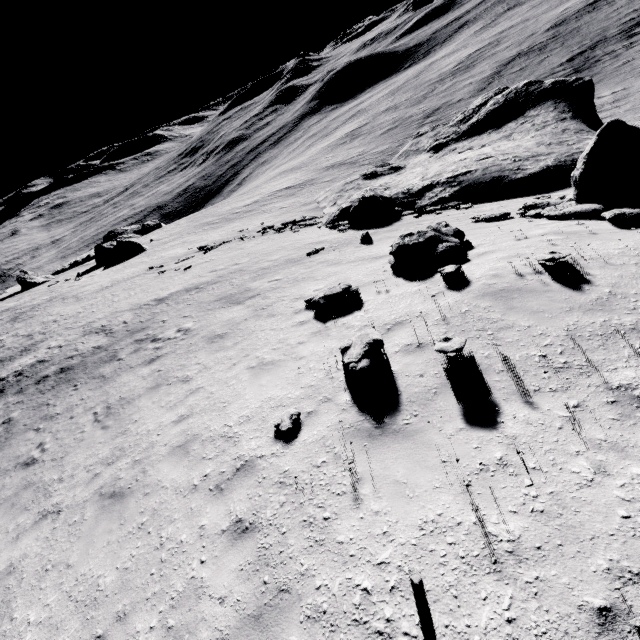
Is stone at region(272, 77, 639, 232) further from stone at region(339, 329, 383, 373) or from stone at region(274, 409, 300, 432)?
stone at region(274, 409, 300, 432)

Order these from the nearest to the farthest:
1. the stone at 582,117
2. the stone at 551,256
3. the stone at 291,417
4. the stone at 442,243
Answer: the stone at 291,417 → the stone at 551,256 → the stone at 442,243 → the stone at 582,117

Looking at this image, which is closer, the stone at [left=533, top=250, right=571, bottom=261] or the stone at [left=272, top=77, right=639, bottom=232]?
the stone at [left=533, top=250, right=571, bottom=261]

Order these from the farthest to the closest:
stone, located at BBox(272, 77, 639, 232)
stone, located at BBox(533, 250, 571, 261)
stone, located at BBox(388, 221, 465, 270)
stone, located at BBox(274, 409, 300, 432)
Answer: stone, located at BBox(272, 77, 639, 232), stone, located at BBox(388, 221, 465, 270), stone, located at BBox(533, 250, 571, 261), stone, located at BBox(274, 409, 300, 432)

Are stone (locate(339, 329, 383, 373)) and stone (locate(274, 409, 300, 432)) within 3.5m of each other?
yes

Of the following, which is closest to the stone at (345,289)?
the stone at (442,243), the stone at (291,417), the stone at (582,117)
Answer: the stone at (442,243)

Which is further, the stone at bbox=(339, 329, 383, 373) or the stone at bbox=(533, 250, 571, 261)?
the stone at bbox=(533, 250, 571, 261)

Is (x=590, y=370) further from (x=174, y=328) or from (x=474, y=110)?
(x=474, y=110)
